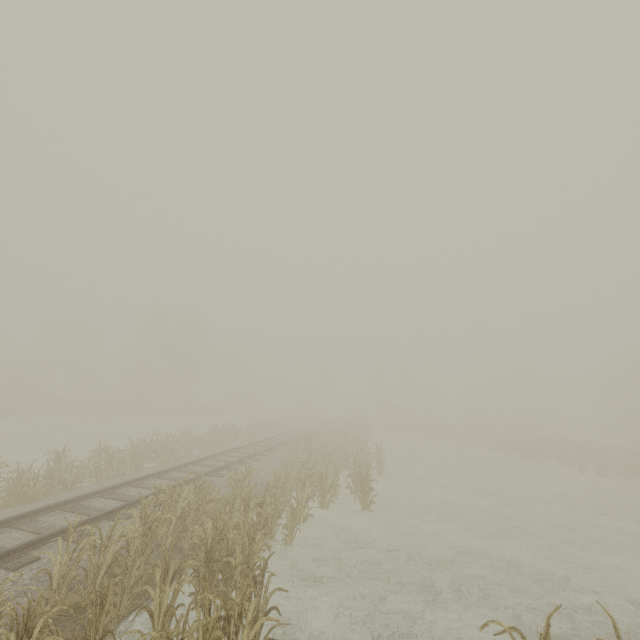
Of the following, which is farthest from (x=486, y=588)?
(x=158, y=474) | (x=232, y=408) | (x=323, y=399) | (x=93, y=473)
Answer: (x=323, y=399)
